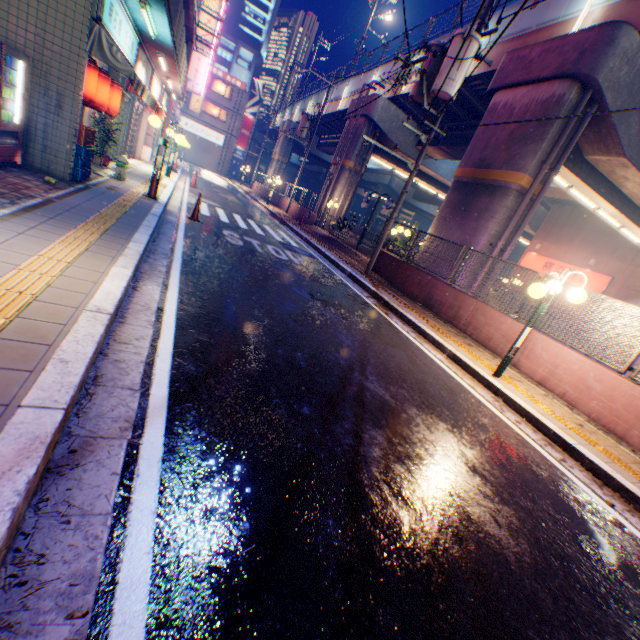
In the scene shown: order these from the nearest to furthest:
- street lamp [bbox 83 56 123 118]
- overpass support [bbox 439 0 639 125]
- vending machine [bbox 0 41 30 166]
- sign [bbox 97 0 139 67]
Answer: vending machine [bbox 0 41 30 166], sign [bbox 97 0 139 67], street lamp [bbox 83 56 123 118], overpass support [bbox 439 0 639 125]

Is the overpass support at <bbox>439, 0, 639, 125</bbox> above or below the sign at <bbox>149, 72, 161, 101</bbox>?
above

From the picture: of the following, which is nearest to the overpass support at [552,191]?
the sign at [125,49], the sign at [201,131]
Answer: the sign at [125,49]

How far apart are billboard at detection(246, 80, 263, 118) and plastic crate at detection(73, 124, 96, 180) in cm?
4725

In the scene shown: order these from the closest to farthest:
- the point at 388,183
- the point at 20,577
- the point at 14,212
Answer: the point at 20,577 < the point at 14,212 < the point at 388,183

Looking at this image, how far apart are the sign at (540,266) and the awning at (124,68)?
27.8m

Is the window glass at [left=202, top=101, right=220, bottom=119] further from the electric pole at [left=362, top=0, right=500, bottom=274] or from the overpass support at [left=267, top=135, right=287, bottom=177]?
the electric pole at [left=362, top=0, right=500, bottom=274]

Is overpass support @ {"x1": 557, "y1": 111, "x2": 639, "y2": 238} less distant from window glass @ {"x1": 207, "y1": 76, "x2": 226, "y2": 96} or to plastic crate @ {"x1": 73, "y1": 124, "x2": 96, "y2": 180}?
window glass @ {"x1": 207, "y1": 76, "x2": 226, "y2": 96}
